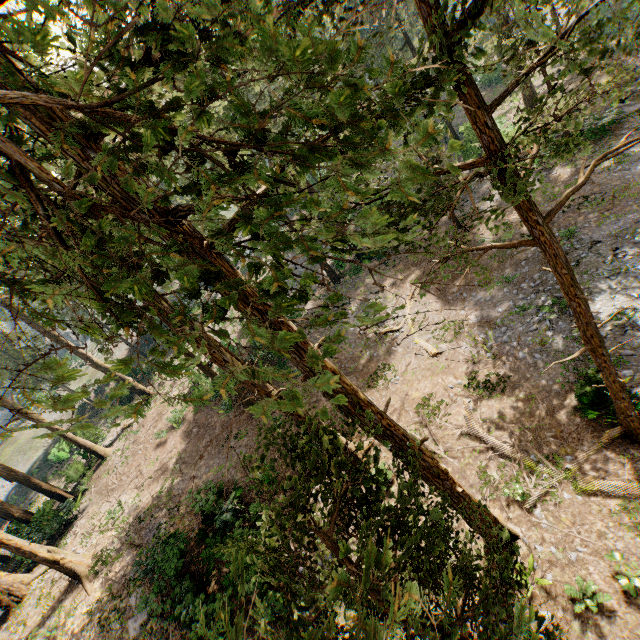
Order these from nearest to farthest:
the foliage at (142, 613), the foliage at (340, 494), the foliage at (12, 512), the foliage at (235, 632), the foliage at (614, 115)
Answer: the foliage at (235, 632)
the foliage at (340, 494)
the foliage at (142, 613)
the foliage at (12, 512)
the foliage at (614, 115)

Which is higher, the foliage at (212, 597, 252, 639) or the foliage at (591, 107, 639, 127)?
the foliage at (212, 597, 252, 639)

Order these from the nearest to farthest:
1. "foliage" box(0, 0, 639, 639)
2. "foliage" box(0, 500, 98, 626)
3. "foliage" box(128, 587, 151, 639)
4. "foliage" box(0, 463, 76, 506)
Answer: "foliage" box(0, 0, 639, 639) → "foliage" box(128, 587, 151, 639) → "foliage" box(0, 500, 98, 626) → "foliage" box(0, 463, 76, 506)

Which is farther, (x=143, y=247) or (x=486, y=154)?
(x=143, y=247)

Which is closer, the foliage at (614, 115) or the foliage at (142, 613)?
the foliage at (142, 613)

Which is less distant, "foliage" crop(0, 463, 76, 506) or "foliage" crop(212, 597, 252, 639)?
"foliage" crop(212, 597, 252, 639)
